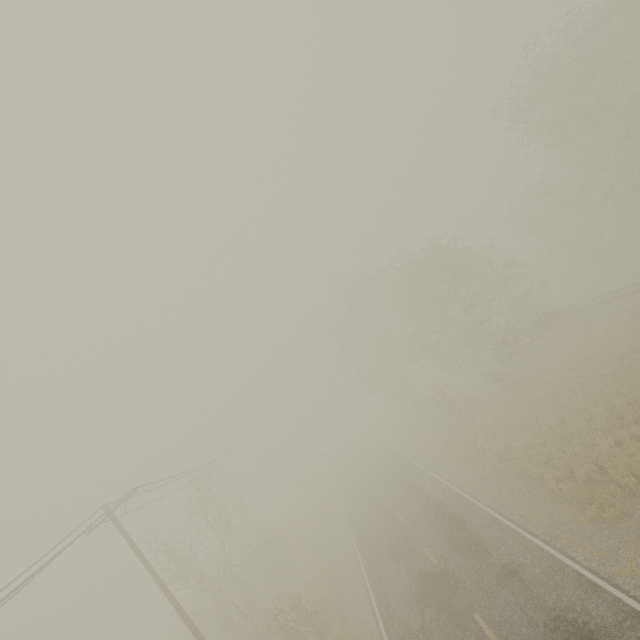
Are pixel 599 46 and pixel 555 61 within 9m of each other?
yes
